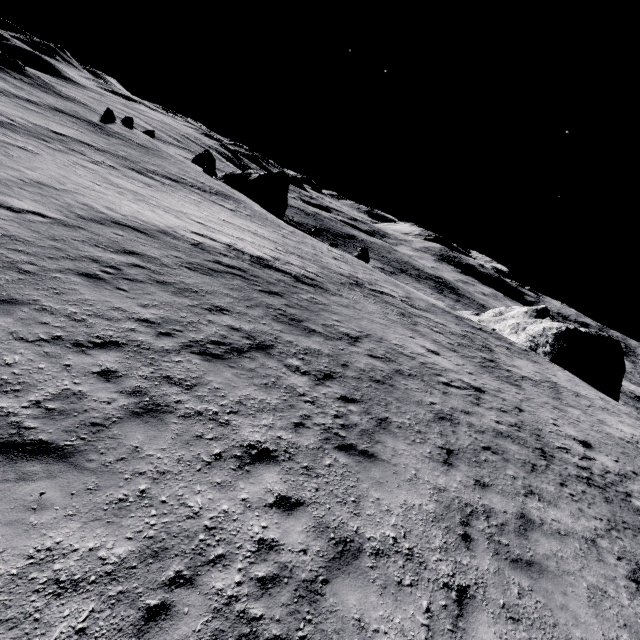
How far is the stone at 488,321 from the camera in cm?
3369

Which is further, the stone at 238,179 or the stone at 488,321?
the stone at 238,179

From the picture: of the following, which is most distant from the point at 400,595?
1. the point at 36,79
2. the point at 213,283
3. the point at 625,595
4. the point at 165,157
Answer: the point at 36,79

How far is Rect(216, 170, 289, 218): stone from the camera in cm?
4816

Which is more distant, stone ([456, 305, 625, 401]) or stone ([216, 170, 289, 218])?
stone ([216, 170, 289, 218])

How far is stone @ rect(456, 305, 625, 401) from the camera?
33.7m
